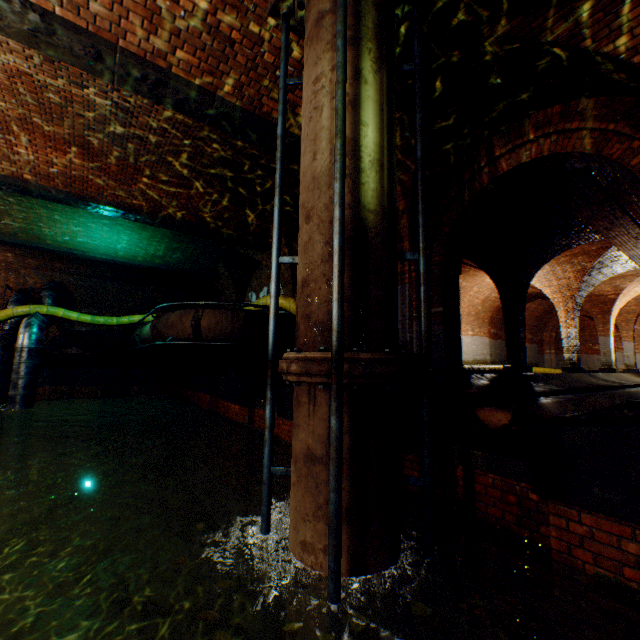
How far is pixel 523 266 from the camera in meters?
10.0 m

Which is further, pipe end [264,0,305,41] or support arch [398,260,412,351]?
support arch [398,260,412,351]

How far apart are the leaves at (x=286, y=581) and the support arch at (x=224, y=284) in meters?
12.0

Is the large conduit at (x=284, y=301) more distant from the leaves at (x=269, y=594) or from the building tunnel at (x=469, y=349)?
the leaves at (x=269, y=594)

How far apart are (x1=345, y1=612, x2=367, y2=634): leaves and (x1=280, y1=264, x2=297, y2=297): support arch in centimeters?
868cm

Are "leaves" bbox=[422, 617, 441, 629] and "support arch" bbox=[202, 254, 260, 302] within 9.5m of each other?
no

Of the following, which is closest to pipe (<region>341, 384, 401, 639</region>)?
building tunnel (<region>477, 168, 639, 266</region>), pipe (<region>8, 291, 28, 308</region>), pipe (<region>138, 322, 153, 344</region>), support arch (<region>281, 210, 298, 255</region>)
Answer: building tunnel (<region>477, 168, 639, 266</region>)

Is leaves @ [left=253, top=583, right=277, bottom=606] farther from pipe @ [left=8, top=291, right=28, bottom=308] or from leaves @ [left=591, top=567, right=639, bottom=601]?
pipe @ [left=8, top=291, right=28, bottom=308]
